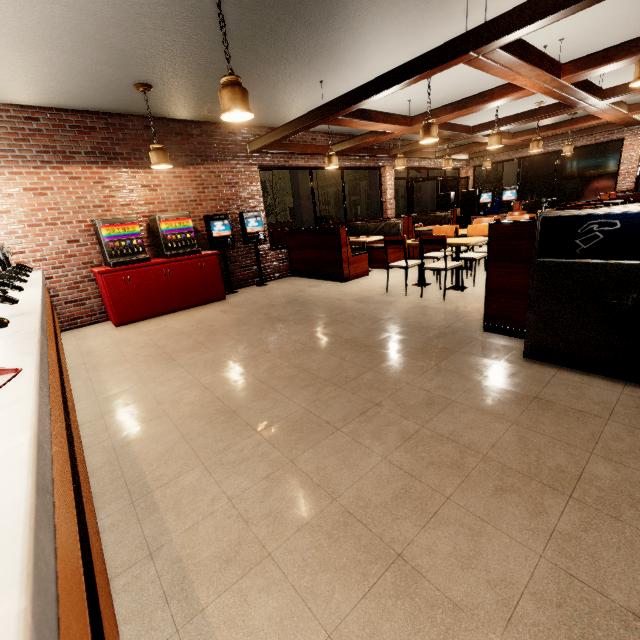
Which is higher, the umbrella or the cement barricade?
the umbrella

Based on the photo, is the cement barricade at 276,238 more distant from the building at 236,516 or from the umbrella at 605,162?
the umbrella at 605,162

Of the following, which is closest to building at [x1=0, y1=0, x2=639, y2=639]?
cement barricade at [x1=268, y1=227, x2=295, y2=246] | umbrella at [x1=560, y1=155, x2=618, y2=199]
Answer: umbrella at [x1=560, y1=155, x2=618, y2=199]

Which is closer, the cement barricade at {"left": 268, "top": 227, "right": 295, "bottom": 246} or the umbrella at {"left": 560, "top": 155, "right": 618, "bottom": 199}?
the umbrella at {"left": 560, "top": 155, "right": 618, "bottom": 199}

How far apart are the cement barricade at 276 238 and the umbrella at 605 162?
12.3m

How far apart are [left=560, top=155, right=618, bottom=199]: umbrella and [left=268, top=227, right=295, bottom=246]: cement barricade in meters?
12.3 m

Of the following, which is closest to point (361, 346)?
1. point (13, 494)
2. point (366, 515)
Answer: point (366, 515)
